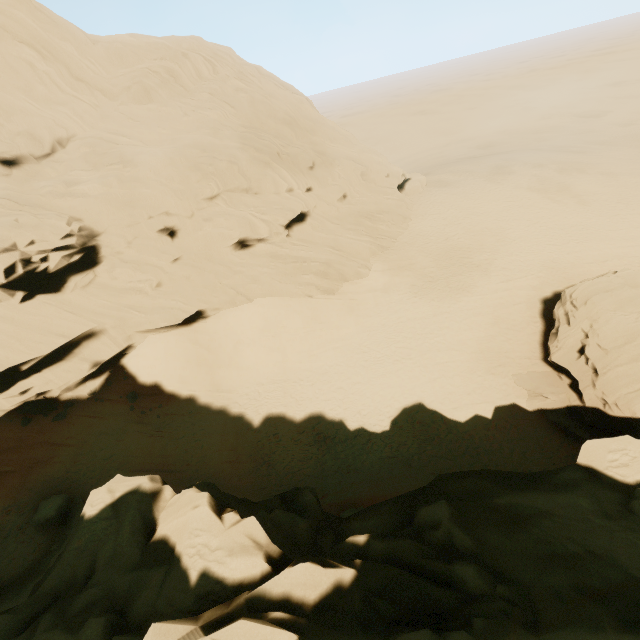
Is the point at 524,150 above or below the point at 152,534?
below

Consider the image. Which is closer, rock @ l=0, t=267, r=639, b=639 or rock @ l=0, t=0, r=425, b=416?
rock @ l=0, t=267, r=639, b=639

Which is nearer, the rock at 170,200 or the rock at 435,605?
the rock at 435,605
